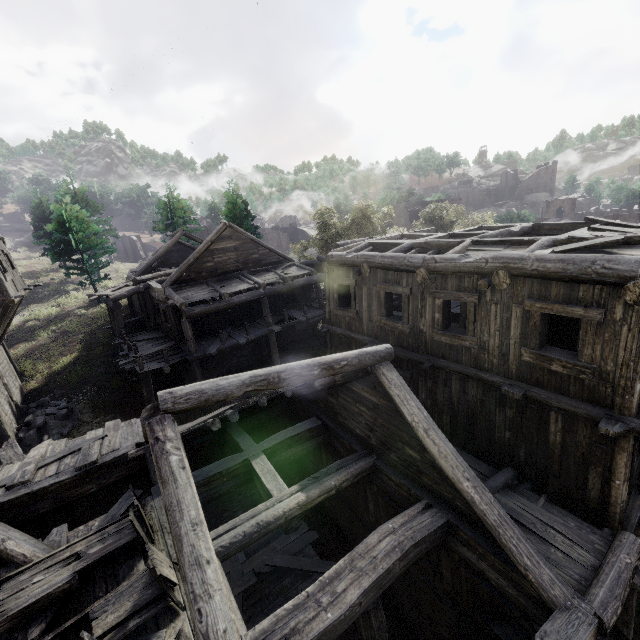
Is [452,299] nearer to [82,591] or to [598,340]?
[598,340]

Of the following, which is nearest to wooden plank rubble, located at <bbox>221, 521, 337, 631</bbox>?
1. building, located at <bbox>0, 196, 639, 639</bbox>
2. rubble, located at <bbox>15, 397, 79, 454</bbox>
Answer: building, located at <bbox>0, 196, 639, 639</bbox>

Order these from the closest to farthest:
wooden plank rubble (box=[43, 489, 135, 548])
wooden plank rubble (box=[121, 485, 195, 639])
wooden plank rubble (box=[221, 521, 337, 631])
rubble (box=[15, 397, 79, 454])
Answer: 1. wooden plank rubble (box=[121, 485, 195, 639])
2. wooden plank rubble (box=[43, 489, 135, 548])
3. wooden plank rubble (box=[221, 521, 337, 631])
4. rubble (box=[15, 397, 79, 454])

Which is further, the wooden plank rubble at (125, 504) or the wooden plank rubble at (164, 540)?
the wooden plank rubble at (125, 504)

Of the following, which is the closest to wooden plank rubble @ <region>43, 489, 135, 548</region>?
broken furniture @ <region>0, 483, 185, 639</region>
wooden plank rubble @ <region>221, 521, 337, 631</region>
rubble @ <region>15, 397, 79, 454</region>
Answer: broken furniture @ <region>0, 483, 185, 639</region>

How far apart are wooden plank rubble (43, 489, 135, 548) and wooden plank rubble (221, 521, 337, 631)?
4.5 meters

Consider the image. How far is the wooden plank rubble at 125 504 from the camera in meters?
6.4

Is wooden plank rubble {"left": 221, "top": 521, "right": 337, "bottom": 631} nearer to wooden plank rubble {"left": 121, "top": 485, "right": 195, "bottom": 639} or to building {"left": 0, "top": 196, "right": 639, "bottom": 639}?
building {"left": 0, "top": 196, "right": 639, "bottom": 639}
